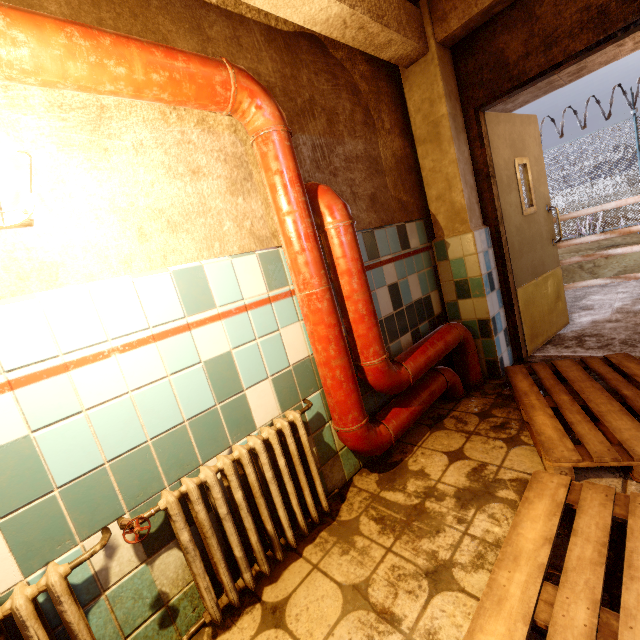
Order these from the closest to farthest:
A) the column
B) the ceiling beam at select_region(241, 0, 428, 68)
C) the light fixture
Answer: the light fixture
the ceiling beam at select_region(241, 0, 428, 68)
the column

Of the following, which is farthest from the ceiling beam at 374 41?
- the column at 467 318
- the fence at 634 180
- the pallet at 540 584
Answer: the fence at 634 180

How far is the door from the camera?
2.8 meters

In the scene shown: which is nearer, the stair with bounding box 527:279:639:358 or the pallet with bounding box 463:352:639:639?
the pallet with bounding box 463:352:639:639

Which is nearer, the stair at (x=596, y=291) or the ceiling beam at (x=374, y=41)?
the ceiling beam at (x=374, y=41)

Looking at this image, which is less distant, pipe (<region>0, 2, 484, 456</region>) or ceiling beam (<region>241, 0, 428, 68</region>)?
pipe (<region>0, 2, 484, 456</region>)

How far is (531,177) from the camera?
3.1m

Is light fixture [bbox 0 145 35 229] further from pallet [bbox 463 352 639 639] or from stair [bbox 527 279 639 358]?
stair [bbox 527 279 639 358]
